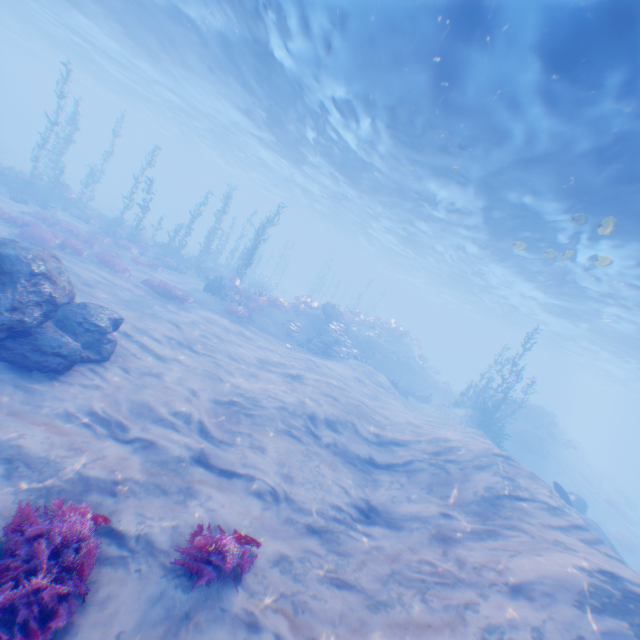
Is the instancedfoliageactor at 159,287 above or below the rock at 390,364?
below

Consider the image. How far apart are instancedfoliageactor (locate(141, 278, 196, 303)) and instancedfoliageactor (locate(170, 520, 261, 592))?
13.94m

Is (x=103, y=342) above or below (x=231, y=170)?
below

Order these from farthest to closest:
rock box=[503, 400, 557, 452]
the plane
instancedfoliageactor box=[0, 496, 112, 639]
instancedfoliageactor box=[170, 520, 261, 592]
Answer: rock box=[503, 400, 557, 452]
the plane
instancedfoliageactor box=[170, 520, 261, 592]
instancedfoliageactor box=[0, 496, 112, 639]

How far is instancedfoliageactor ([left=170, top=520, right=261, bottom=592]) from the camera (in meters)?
4.75

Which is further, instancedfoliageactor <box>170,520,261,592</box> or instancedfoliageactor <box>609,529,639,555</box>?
instancedfoliageactor <box>609,529,639,555</box>

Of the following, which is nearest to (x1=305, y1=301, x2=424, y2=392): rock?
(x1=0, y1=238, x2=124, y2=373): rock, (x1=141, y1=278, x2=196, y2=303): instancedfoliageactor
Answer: (x1=0, y1=238, x2=124, y2=373): rock

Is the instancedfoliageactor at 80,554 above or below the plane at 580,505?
below
